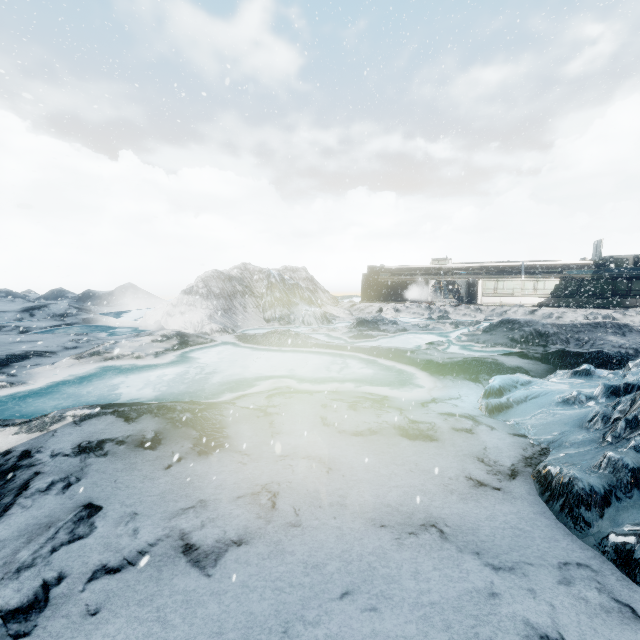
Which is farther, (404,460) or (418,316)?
(418,316)
